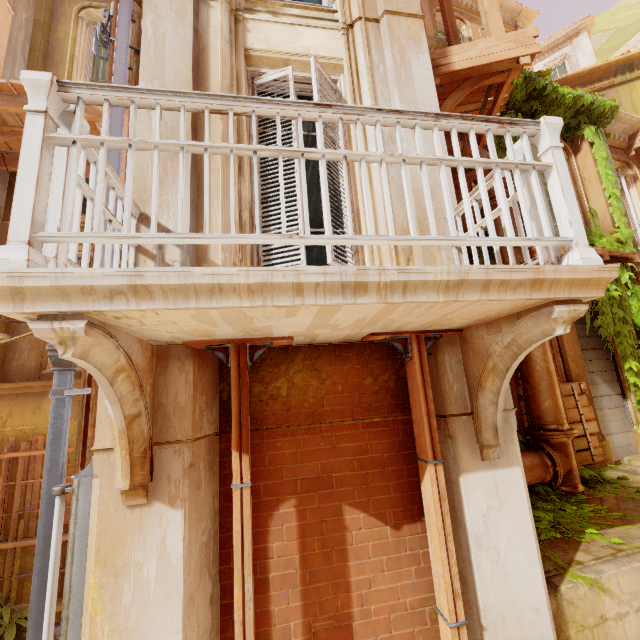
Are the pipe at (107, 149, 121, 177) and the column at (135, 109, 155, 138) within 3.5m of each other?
yes

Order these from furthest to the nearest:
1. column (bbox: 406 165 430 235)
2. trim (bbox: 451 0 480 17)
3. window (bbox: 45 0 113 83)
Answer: trim (bbox: 451 0 480 17) → window (bbox: 45 0 113 83) → column (bbox: 406 165 430 235)

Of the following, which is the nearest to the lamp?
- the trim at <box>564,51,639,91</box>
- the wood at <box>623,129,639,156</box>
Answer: the wood at <box>623,129,639,156</box>

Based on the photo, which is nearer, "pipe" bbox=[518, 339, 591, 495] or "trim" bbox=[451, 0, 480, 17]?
"pipe" bbox=[518, 339, 591, 495]

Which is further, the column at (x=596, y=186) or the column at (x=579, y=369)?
the column at (x=596, y=186)

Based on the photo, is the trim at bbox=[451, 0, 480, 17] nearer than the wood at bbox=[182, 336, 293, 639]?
No

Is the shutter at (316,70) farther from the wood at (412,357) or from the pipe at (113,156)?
the pipe at (113,156)

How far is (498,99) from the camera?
5.16m
